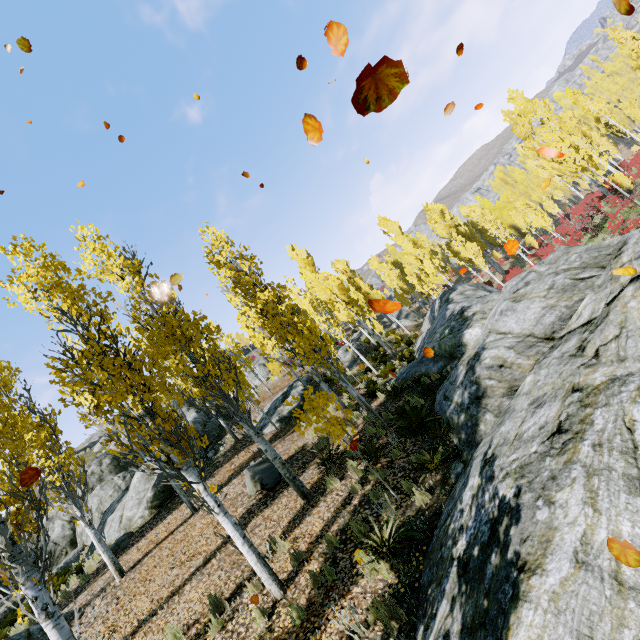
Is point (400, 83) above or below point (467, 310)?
above

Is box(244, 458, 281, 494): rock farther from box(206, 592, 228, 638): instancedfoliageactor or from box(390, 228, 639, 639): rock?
box(390, 228, 639, 639): rock

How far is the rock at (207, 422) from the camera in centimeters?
1841cm

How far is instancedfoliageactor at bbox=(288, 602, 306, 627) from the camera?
4.92m

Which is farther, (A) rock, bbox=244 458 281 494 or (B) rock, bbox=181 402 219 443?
(B) rock, bbox=181 402 219 443

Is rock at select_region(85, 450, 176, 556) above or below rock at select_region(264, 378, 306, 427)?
above

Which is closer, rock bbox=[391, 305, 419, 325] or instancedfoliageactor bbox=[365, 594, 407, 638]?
instancedfoliageactor bbox=[365, 594, 407, 638]

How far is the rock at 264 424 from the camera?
15.6 meters
